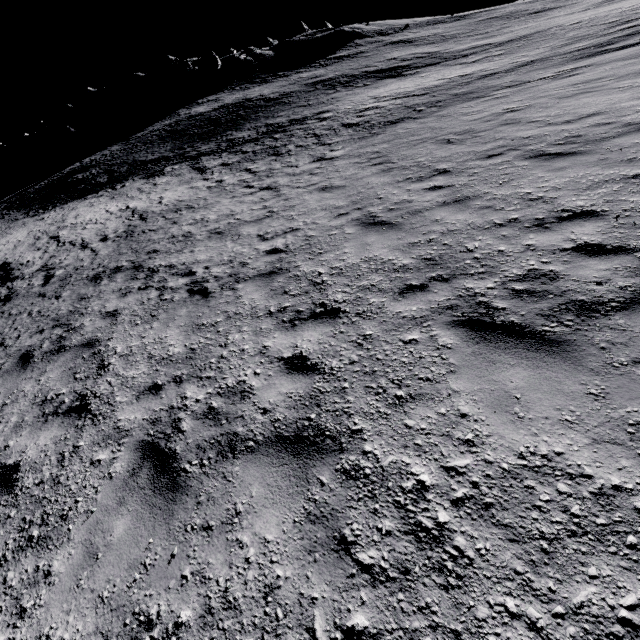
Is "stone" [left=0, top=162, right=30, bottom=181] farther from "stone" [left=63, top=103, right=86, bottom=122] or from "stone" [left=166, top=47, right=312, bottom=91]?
"stone" [left=166, top=47, right=312, bottom=91]

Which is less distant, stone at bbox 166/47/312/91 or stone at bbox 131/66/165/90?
stone at bbox 166/47/312/91

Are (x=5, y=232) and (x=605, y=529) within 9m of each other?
no

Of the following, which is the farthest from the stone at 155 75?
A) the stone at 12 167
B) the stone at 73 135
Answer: the stone at 12 167

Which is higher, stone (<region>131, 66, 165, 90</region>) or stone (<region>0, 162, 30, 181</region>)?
stone (<region>131, 66, 165, 90</region>)

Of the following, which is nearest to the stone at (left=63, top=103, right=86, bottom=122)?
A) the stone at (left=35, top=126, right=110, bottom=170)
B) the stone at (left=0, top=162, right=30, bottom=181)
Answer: the stone at (left=35, top=126, right=110, bottom=170)

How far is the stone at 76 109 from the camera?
58.3m
